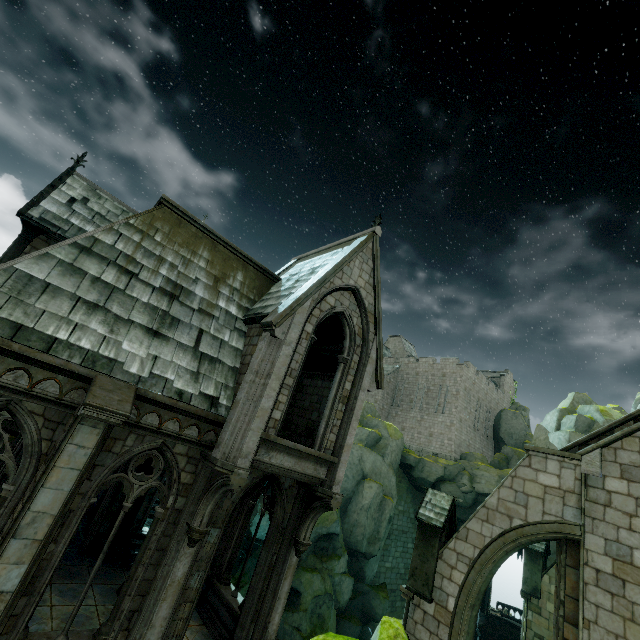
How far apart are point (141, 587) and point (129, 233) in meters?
9.4

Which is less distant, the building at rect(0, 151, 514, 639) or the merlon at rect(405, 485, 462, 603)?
the building at rect(0, 151, 514, 639)

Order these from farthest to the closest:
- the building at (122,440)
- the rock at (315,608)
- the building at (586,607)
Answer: the rock at (315,608), the building at (586,607), the building at (122,440)

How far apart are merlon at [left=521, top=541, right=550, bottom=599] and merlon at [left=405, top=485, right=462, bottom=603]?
10.90m

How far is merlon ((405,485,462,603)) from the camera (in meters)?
11.30

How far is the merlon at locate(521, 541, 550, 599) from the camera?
17.91m

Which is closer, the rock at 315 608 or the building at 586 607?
the building at 586 607

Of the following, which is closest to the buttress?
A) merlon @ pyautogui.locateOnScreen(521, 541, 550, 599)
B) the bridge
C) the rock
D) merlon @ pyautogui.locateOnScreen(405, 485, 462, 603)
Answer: merlon @ pyautogui.locateOnScreen(521, 541, 550, 599)
